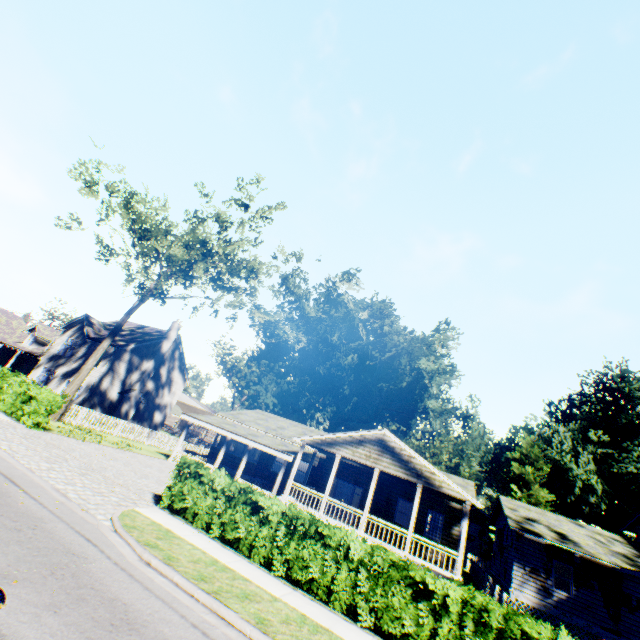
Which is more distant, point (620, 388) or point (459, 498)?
point (620, 388)

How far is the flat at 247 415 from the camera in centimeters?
1786cm

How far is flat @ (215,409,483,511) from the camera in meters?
17.9 m

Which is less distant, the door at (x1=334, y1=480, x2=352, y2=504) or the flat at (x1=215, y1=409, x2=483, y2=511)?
the flat at (x1=215, y1=409, x2=483, y2=511)

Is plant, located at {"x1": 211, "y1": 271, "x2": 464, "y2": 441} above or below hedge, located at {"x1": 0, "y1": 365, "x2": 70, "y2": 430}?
above

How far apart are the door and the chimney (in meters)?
22.92

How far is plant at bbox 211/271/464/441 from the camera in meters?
51.1

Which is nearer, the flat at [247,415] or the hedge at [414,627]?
the hedge at [414,627]
